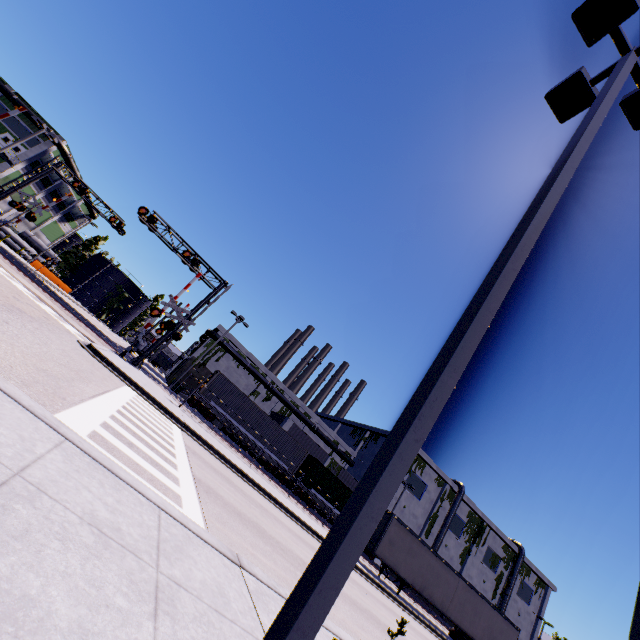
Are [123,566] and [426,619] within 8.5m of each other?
no

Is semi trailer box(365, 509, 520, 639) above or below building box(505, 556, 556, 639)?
below

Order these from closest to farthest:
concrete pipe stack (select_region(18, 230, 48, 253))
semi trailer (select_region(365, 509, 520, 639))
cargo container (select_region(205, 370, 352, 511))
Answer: semi trailer (select_region(365, 509, 520, 639)) < cargo container (select_region(205, 370, 352, 511)) < concrete pipe stack (select_region(18, 230, 48, 253))

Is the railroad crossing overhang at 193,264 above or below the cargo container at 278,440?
above

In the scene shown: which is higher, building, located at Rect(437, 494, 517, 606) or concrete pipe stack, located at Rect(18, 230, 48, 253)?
building, located at Rect(437, 494, 517, 606)

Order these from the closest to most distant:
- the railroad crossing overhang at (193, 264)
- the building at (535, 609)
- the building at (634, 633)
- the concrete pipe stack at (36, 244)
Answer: the building at (634, 633)
the railroad crossing overhang at (193, 264)
the concrete pipe stack at (36, 244)
the building at (535, 609)

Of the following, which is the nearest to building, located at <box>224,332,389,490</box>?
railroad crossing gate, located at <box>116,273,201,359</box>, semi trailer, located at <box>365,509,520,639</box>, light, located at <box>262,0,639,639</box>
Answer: semi trailer, located at <box>365,509,520,639</box>

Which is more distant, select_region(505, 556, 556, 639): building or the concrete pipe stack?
select_region(505, 556, 556, 639): building
